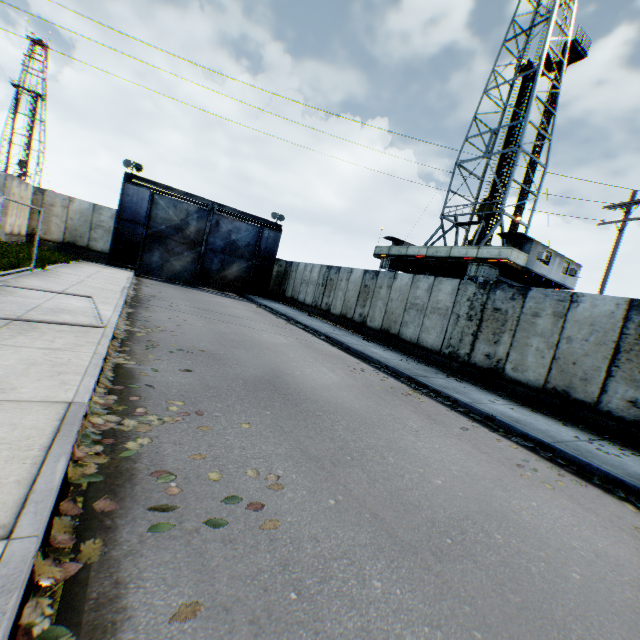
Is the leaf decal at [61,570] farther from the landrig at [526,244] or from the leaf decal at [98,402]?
the landrig at [526,244]

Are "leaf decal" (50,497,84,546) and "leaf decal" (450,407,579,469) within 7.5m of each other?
yes

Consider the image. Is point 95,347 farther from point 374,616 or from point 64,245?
point 64,245

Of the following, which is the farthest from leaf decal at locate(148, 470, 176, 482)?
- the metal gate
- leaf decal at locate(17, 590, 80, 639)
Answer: the metal gate

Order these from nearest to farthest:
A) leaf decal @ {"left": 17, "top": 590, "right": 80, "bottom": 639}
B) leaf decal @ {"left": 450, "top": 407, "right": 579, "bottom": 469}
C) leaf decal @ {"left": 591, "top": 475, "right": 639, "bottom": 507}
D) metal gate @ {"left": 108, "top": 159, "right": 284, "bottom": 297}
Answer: leaf decal @ {"left": 17, "top": 590, "right": 80, "bottom": 639} < leaf decal @ {"left": 591, "top": 475, "right": 639, "bottom": 507} < leaf decal @ {"left": 450, "top": 407, "right": 579, "bottom": 469} < metal gate @ {"left": 108, "top": 159, "right": 284, "bottom": 297}

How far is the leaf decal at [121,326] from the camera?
7.03m

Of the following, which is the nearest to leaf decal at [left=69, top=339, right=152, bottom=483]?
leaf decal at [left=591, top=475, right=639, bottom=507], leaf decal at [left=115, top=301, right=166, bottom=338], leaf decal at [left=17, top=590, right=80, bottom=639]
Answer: leaf decal at [left=115, top=301, right=166, bottom=338]

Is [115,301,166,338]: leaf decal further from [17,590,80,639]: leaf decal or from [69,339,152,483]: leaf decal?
[17,590,80,639]: leaf decal
